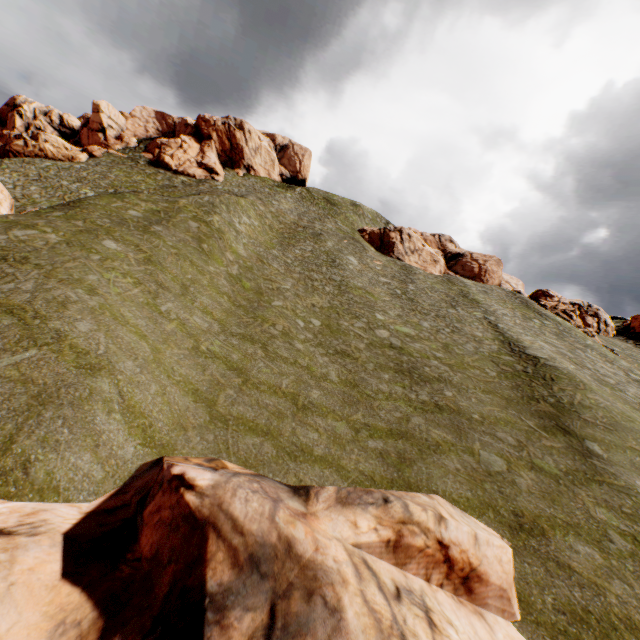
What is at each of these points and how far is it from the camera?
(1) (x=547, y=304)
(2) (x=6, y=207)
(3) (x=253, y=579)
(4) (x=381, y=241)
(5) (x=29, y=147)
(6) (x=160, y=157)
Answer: (1) rock, 44.8m
(2) rock, 23.3m
(3) rock, 6.3m
(4) rock, 55.4m
(5) rock, 44.5m
(6) rock, 56.2m

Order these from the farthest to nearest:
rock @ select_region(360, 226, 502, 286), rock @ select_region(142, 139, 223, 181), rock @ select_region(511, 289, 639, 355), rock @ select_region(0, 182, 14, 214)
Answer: rock @ select_region(142, 139, 223, 181) → rock @ select_region(360, 226, 502, 286) → rock @ select_region(511, 289, 639, 355) → rock @ select_region(0, 182, 14, 214)

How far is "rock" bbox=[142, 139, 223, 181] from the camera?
56.5 meters

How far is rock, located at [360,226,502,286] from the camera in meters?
51.8 m

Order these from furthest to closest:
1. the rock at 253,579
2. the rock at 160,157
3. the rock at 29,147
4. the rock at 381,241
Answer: the rock at 160,157 < the rock at 381,241 < the rock at 29,147 < the rock at 253,579

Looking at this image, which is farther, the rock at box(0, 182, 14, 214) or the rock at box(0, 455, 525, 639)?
the rock at box(0, 182, 14, 214)

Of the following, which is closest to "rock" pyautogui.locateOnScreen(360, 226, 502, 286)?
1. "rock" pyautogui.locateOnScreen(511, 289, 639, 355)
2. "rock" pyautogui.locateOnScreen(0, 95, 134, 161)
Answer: "rock" pyautogui.locateOnScreen(511, 289, 639, 355)

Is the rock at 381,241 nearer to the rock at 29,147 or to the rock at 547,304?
the rock at 547,304
